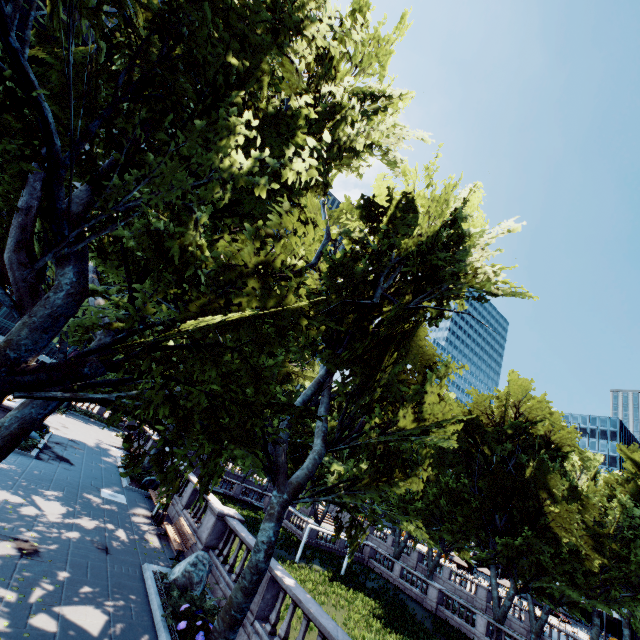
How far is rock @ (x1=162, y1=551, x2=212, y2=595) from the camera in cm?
1081

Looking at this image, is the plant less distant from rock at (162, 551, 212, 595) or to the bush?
the bush

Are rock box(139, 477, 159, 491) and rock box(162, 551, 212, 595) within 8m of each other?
no

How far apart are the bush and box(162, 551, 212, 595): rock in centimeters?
Answer: 3cm

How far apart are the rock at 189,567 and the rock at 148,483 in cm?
1113

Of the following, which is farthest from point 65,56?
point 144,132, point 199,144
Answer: point 199,144

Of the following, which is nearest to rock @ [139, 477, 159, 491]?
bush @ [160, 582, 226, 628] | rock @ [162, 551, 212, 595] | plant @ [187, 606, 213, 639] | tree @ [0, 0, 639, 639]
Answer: tree @ [0, 0, 639, 639]

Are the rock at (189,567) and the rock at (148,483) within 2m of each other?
no
